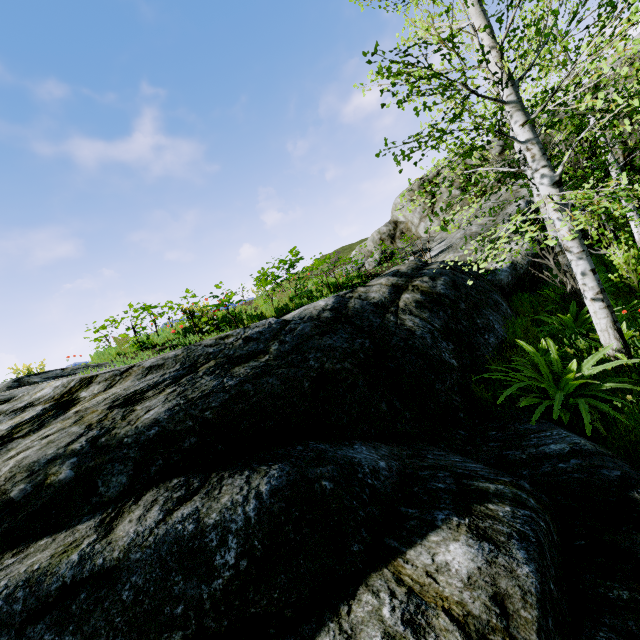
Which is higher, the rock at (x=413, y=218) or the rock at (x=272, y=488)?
the rock at (x=413, y=218)

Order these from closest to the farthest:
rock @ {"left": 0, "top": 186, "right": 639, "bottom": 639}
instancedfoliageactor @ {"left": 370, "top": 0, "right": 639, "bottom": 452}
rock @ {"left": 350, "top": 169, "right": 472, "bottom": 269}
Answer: rock @ {"left": 0, "top": 186, "right": 639, "bottom": 639}
instancedfoliageactor @ {"left": 370, "top": 0, "right": 639, "bottom": 452}
rock @ {"left": 350, "top": 169, "right": 472, "bottom": 269}

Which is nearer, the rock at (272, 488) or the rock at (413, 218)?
the rock at (272, 488)

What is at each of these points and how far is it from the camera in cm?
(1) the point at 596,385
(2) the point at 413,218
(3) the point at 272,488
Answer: (1) instancedfoliageactor, 433
(2) rock, 1769
(3) rock, 202

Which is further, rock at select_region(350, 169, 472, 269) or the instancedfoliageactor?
rock at select_region(350, 169, 472, 269)

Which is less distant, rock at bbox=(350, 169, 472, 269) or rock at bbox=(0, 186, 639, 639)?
rock at bbox=(0, 186, 639, 639)

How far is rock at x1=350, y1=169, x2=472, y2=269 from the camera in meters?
16.1 m
